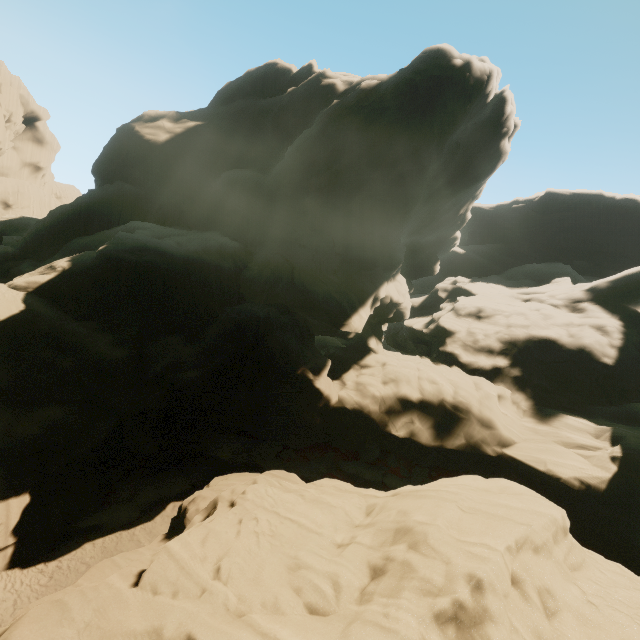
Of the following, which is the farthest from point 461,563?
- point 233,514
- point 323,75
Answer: point 323,75
